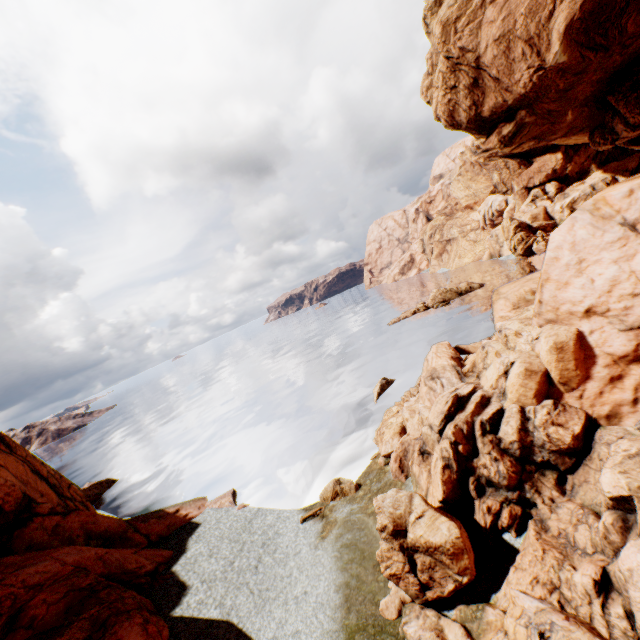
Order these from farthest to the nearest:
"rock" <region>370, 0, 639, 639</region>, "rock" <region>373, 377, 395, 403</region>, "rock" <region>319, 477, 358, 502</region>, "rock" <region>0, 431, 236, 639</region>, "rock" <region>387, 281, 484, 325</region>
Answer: "rock" <region>387, 281, 484, 325</region> → "rock" <region>373, 377, 395, 403</region> → "rock" <region>319, 477, 358, 502</region> → "rock" <region>0, 431, 236, 639</region> → "rock" <region>370, 0, 639, 639</region>

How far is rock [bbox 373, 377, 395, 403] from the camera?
30.4m

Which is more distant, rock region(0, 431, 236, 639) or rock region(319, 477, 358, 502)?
rock region(319, 477, 358, 502)

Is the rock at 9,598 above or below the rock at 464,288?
above

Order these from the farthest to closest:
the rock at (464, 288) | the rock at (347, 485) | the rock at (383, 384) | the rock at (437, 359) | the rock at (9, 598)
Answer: the rock at (464, 288)
the rock at (383, 384)
the rock at (347, 485)
the rock at (9, 598)
the rock at (437, 359)

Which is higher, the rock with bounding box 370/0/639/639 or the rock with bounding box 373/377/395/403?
the rock with bounding box 370/0/639/639

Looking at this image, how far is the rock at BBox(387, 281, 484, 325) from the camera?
54.19m

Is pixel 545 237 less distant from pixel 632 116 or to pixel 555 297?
pixel 632 116
